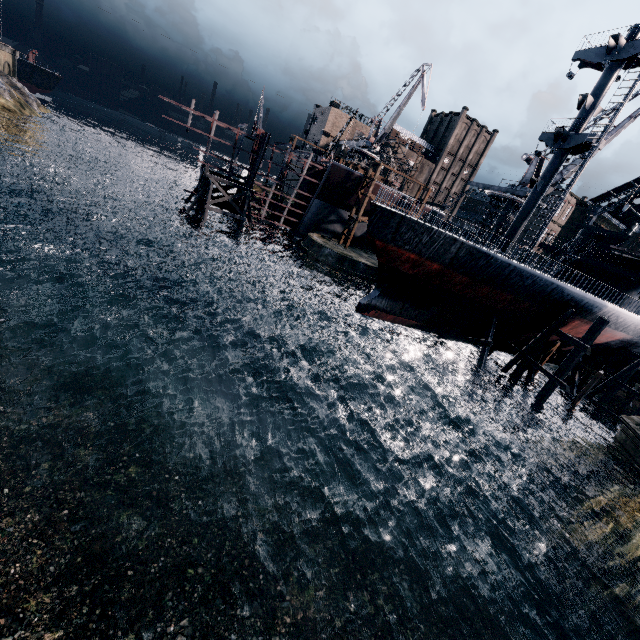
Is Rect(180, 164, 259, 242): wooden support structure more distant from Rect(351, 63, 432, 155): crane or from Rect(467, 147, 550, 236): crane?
Rect(467, 147, 550, 236): crane

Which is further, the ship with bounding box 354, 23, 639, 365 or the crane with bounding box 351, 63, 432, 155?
the crane with bounding box 351, 63, 432, 155

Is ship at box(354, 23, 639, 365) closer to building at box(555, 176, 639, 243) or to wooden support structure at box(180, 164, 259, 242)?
wooden support structure at box(180, 164, 259, 242)

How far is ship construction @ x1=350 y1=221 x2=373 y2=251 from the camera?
47.0m

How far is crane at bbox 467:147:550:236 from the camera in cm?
4272

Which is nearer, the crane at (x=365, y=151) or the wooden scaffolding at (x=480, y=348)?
the wooden scaffolding at (x=480, y=348)

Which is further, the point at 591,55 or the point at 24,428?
the point at 591,55

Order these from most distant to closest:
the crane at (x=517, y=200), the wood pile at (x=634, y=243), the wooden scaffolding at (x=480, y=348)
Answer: the crane at (x=517, y=200)
the wood pile at (x=634, y=243)
the wooden scaffolding at (x=480, y=348)
